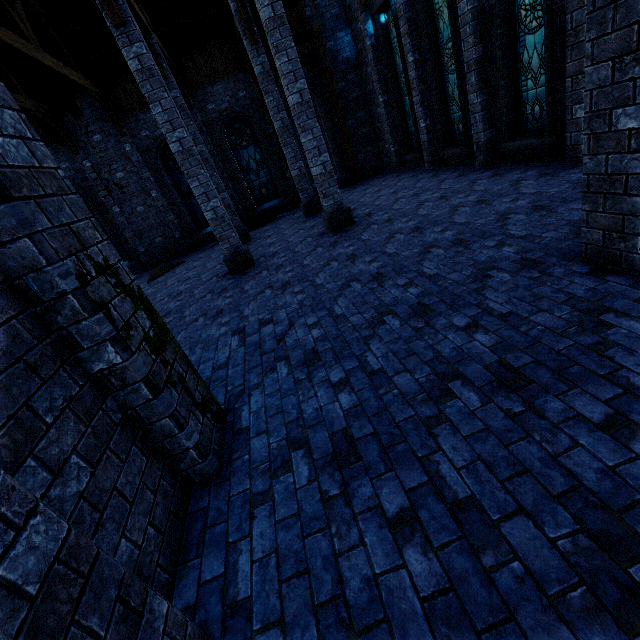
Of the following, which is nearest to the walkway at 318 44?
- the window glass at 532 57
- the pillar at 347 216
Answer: the pillar at 347 216

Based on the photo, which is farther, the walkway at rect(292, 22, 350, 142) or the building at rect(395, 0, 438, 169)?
the walkway at rect(292, 22, 350, 142)

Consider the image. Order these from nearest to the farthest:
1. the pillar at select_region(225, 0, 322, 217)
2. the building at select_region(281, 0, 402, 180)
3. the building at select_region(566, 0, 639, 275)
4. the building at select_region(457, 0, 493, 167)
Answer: the building at select_region(566, 0, 639, 275) → the building at select_region(457, 0, 493, 167) → the pillar at select_region(225, 0, 322, 217) → the building at select_region(281, 0, 402, 180)

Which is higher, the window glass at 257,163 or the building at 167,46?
the building at 167,46

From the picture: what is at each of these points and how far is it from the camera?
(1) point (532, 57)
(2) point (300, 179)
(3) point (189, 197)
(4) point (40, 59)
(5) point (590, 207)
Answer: (1) window glass, 7.2 meters
(2) pillar, 12.0 meters
(3) window glass, 15.2 meters
(4) building, 8.7 meters
(5) building, 3.3 meters

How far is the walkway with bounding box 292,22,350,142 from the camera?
13.0m

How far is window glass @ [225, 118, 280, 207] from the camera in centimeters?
1448cm

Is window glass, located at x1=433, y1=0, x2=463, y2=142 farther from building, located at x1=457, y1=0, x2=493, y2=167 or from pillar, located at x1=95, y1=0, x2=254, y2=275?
pillar, located at x1=95, y1=0, x2=254, y2=275
